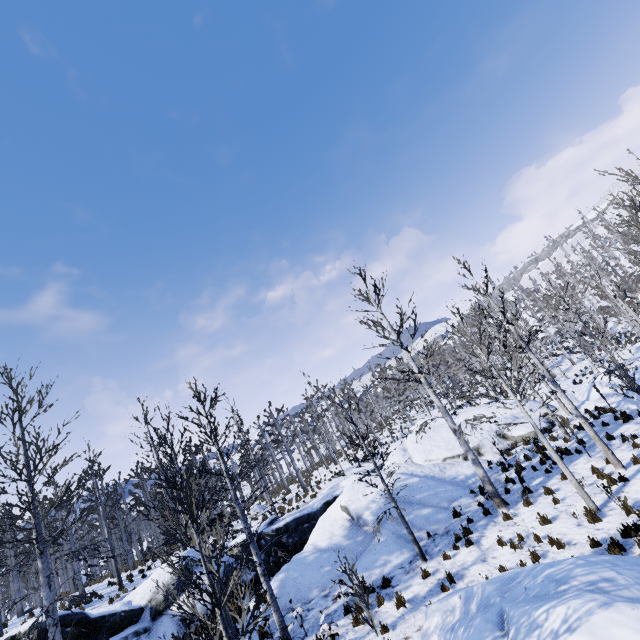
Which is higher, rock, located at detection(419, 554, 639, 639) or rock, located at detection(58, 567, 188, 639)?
rock, located at detection(58, 567, 188, 639)

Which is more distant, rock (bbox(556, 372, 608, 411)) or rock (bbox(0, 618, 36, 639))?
rock (bbox(556, 372, 608, 411))

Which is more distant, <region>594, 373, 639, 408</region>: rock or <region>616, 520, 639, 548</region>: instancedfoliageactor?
<region>594, 373, 639, 408</region>: rock

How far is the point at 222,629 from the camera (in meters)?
5.73

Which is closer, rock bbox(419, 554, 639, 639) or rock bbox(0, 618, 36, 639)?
rock bbox(419, 554, 639, 639)

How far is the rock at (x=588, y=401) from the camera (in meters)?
19.52

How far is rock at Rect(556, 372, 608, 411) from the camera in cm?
1952

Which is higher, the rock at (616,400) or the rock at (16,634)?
the rock at (16,634)
